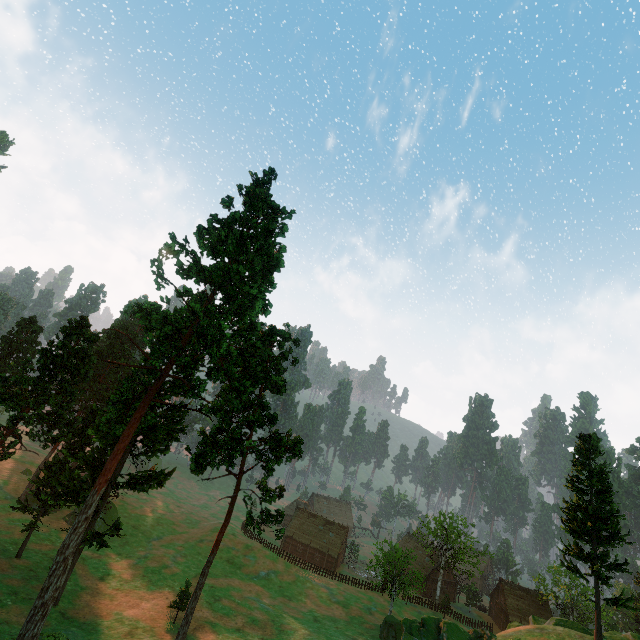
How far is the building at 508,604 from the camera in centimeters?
5818cm

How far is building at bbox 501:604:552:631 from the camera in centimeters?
5818cm

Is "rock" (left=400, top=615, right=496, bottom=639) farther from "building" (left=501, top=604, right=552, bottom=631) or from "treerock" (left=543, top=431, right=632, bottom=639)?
"building" (left=501, top=604, right=552, bottom=631)

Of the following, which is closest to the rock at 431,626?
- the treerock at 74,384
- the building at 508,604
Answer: the treerock at 74,384

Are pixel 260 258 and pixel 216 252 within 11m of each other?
yes

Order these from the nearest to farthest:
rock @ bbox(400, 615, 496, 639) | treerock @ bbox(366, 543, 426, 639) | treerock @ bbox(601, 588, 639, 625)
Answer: rock @ bbox(400, 615, 496, 639)
treerock @ bbox(601, 588, 639, 625)
treerock @ bbox(366, 543, 426, 639)

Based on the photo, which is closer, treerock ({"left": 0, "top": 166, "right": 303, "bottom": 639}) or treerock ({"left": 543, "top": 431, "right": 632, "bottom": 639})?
treerock ({"left": 0, "top": 166, "right": 303, "bottom": 639})
